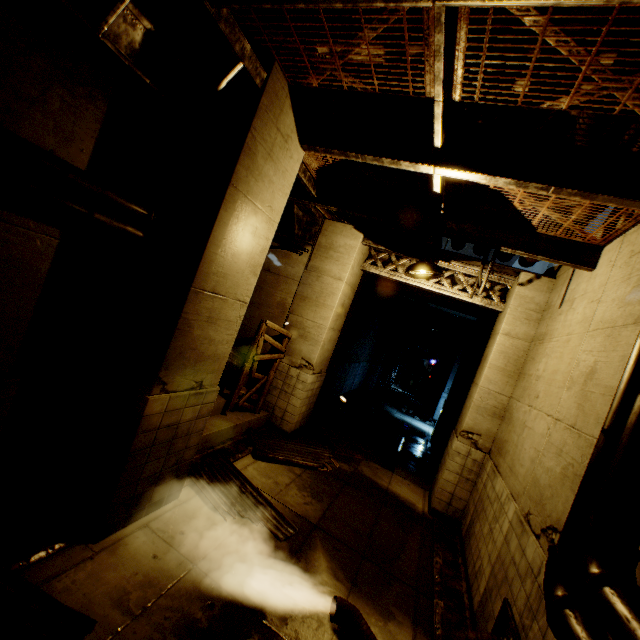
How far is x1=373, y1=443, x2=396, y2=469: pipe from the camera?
10.51m

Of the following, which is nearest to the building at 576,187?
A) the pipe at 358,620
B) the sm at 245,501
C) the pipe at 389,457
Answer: the pipe at 358,620

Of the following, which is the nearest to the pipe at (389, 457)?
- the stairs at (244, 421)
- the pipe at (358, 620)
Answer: the stairs at (244, 421)

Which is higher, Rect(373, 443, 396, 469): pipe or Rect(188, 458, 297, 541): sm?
Rect(188, 458, 297, 541): sm

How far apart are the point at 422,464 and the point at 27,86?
11.77m

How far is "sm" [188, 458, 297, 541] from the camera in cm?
498

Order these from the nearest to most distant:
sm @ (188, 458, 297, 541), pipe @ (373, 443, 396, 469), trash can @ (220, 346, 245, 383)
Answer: sm @ (188, 458, 297, 541)
trash can @ (220, 346, 245, 383)
pipe @ (373, 443, 396, 469)

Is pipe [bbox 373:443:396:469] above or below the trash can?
below
